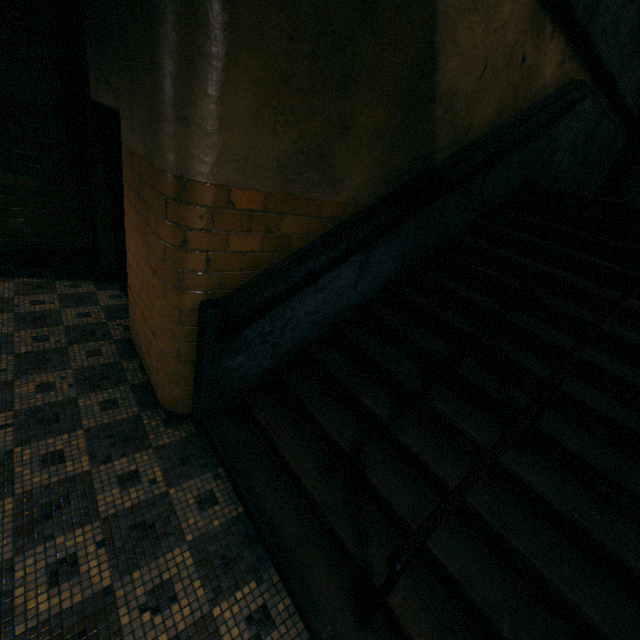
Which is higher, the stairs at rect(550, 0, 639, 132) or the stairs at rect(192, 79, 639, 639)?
the stairs at rect(550, 0, 639, 132)

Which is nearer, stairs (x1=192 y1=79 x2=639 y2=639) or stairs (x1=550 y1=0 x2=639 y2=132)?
stairs (x1=192 y1=79 x2=639 y2=639)

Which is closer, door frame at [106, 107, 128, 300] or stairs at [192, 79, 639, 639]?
stairs at [192, 79, 639, 639]

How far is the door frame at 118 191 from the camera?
3.8 meters

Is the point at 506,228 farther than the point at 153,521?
Yes

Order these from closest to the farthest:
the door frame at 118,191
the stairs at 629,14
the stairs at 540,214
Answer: the stairs at 540,214, the stairs at 629,14, the door frame at 118,191

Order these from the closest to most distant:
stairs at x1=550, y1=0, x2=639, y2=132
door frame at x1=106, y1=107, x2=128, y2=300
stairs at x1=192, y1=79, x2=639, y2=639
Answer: stairs at x1=192, y1=79, x2=639, y2=639 → stairs at x1=550, y1=0, x2=639, y2=132 → door frame at x1=106, y1=107, x2=128, y2=300

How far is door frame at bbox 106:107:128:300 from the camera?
3.8 meters
